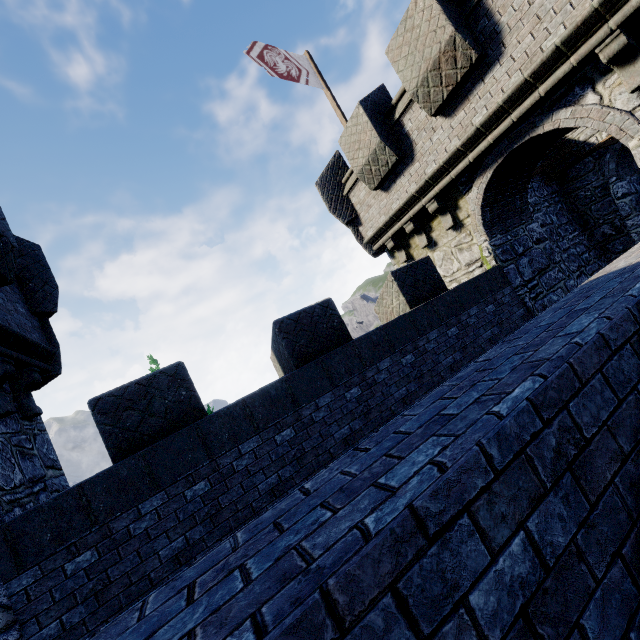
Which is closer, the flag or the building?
the building

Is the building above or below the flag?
below

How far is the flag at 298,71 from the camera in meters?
9.6

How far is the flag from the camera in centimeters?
962cm

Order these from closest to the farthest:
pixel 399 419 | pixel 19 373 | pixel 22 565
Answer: pixel 399 419
pixel 22 565
pixel 19 373

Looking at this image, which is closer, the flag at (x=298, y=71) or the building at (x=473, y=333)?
the building at (x=473, y=333)
